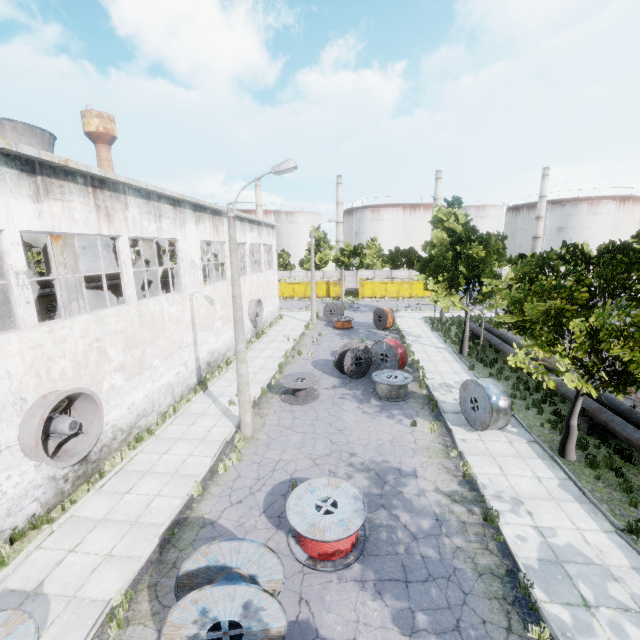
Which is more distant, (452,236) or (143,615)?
(452,236)

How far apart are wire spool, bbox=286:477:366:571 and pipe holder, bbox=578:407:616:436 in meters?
10.2 m

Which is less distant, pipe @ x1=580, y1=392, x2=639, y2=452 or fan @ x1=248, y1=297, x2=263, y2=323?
pipe @ x1=580, y1=392, x2=639, y2=452

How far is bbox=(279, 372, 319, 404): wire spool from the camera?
15.7m

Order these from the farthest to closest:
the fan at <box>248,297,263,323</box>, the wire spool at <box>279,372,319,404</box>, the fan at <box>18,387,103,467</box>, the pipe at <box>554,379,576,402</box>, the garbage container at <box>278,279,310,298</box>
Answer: the garbage container at <box>278,279,310,298</box>, the fan at <box>248,297,263,323</box>, the wire spool at <box>279,372,319,404</box>, the pipe at <box>554,379,576,402</box>, the fan at <box>18,387,103,467</box>

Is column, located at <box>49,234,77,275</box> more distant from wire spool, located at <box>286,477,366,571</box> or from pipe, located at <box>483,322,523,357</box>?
pipe, located at <box>483,322,523,357</box>

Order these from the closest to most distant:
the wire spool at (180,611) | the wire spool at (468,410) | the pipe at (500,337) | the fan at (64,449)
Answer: the wire spool at (180,611) → the fan at (64,449) → the wire spool at (468,410) → the pipe at (500,337)

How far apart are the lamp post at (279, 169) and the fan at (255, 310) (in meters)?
13.28
